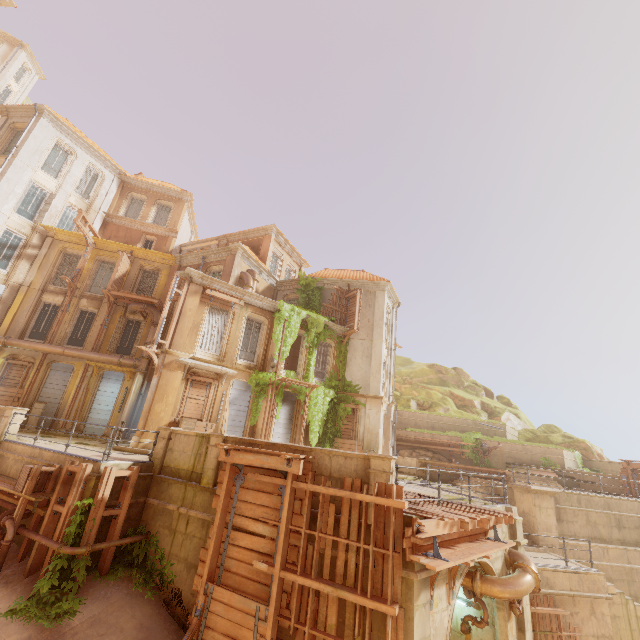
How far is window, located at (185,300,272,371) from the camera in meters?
17.2 m

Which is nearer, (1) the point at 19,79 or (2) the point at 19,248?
(2) the point at 19,248

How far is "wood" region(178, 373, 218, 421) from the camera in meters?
16.1

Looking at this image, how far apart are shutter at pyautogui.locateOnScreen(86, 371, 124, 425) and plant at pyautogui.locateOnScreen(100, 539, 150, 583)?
12.7m

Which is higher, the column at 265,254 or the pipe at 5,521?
the column at 265,254

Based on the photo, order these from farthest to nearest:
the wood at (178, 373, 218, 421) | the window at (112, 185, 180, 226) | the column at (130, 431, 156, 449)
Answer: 1. the window at (112, 185, 180, 226)
2. the wood at (178, 373, 218, 421)
3. the column at (130, 431, 156, 449)

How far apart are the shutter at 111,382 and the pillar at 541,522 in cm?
2294

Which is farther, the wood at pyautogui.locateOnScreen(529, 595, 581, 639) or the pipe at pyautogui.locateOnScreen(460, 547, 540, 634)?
the wood at pyautogui.locateOnScreen(529, 595, 581, 639)
